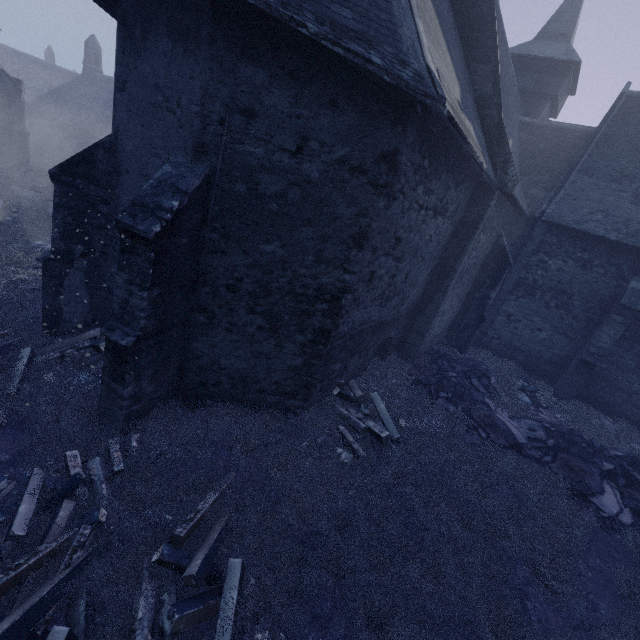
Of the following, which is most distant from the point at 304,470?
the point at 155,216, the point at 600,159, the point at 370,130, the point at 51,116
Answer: the point at 51,116

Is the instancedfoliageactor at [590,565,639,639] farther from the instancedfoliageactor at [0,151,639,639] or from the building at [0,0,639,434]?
the instancedfoliageactor at [0,151,639,639]

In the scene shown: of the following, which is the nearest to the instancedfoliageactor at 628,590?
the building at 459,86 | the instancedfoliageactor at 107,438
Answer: the building at 459,86

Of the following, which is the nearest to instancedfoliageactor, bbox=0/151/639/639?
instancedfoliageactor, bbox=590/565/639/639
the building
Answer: the building

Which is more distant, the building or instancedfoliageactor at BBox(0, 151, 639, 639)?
the building
